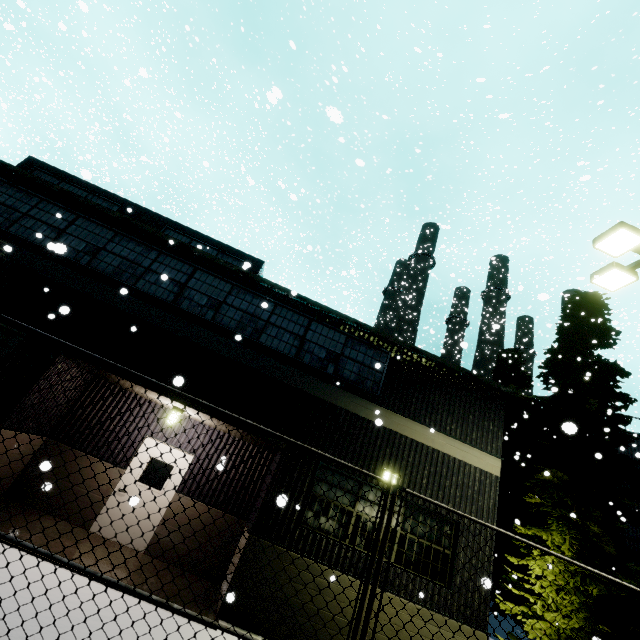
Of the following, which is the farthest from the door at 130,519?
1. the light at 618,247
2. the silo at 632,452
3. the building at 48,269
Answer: the silo at 632,452

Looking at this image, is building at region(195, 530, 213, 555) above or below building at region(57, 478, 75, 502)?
below

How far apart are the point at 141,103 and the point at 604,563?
35.4m

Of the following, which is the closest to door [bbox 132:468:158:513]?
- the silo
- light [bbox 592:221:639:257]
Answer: light [bbox 592:221:639:257]

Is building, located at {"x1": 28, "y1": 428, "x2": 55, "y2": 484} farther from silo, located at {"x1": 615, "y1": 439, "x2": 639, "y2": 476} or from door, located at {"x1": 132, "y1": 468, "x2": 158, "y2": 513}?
silo, located at {"x1": 615, "y1": 439, "x2": 639, "y2": 476}

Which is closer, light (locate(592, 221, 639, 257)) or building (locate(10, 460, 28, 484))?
light (locate(592, 221, 639, 257))

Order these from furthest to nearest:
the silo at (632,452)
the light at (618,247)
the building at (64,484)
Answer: the silo at (632,452), the building at (64,484), the light at (618,247)

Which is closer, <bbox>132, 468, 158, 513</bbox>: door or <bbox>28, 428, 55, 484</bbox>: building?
<bbox>28, 428, 55, 484</bbox>: building
